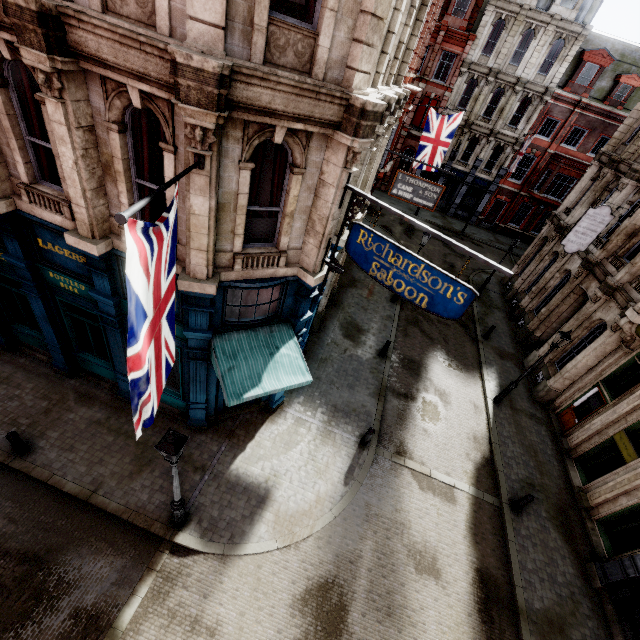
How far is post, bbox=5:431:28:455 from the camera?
8.55m

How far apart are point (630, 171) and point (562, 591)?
18.68m

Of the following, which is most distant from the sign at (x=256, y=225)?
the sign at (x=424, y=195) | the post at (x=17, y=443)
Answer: the post at (x=17, y=443)

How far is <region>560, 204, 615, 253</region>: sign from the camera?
15.2m

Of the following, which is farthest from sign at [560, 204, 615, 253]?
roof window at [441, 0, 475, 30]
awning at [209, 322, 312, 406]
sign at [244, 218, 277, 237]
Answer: roof window at [441, 0, 475, 30]

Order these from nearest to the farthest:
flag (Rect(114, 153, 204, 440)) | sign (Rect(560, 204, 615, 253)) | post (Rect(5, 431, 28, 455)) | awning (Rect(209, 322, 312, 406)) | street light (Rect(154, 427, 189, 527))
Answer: flag (Rect(114, 153, 204, 440)) → street light (Rect(154, 427, 189, 527)) → awning (Rect(209, 322, 312, 406)) → post (Rect(5, 431, 28, 455)) → sign (Rect(560, 204, 615, 253))

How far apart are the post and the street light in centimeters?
470cm

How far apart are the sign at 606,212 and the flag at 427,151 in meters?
7.6 m
